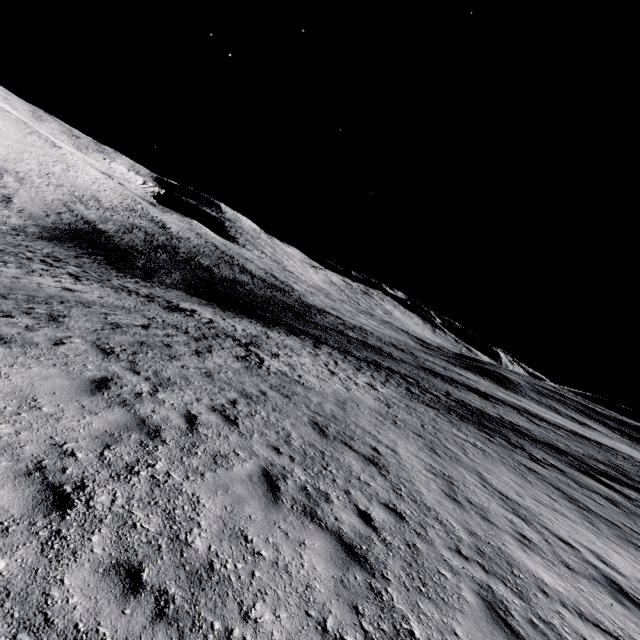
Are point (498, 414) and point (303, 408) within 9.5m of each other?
no
